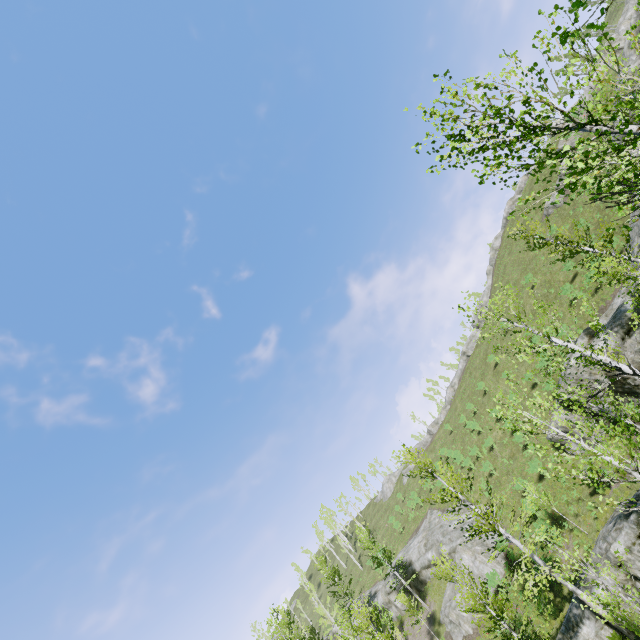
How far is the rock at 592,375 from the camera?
21.33m

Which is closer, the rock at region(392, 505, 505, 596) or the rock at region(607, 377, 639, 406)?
the rock at region(607, 377, 639, 406)

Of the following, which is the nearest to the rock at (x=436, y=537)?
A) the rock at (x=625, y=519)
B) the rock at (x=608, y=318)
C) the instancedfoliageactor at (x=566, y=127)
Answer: the instancedfoliageactor at (x=566, y=127)

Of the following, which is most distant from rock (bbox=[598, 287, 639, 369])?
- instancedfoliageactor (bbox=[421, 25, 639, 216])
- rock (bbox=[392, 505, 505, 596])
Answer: rock (bbox=[392, 505, 505, 596])

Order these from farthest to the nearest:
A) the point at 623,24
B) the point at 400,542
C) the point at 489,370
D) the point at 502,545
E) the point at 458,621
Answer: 1. the point at 400,542
2. the point at 489,370
3. the point at 623,24
4. the point at 458,621
5. the point at 502,545

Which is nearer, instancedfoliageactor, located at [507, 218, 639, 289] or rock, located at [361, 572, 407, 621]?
instancedfoliageactor, located at [507, 218, 639, 289]

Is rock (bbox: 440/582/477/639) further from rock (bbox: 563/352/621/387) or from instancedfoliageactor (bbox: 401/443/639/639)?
rock (bbox: 563/352/621/387)

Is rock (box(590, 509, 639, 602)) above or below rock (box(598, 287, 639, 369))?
below
